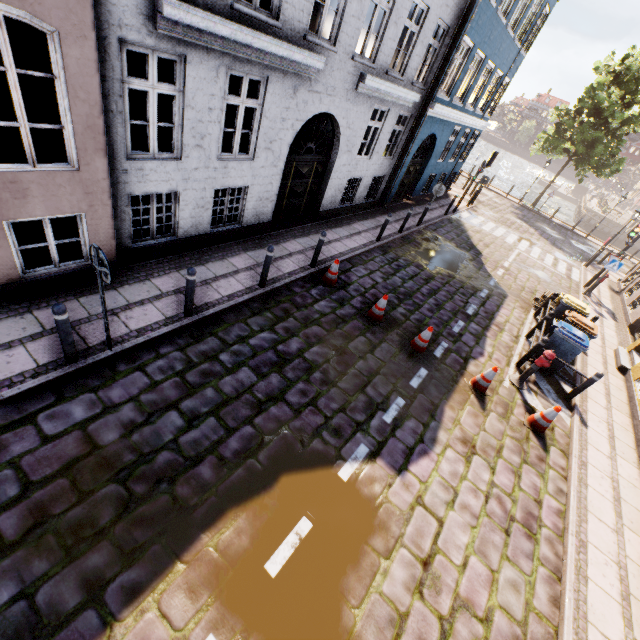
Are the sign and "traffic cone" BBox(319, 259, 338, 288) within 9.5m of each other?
no

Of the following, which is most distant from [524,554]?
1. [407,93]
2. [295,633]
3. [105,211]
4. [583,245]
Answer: [583,245]

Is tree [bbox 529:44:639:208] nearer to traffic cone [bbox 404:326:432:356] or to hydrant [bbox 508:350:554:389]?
hydrant [bbox 508:350:554:389]

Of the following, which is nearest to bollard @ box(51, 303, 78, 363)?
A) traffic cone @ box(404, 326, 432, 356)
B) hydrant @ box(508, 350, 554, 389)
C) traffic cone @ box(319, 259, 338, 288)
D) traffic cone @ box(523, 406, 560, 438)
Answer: traffic cone @ box(319, 259, 338, 288)

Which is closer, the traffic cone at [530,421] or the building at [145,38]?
the building at [145,38]

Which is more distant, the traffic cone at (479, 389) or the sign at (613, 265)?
the sign at (613, 265)

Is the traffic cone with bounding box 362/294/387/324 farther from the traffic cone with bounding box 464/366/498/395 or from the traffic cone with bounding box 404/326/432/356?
the traffic cone with bounding box 464/366/498/395

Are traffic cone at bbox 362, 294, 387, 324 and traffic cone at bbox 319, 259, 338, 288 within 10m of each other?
yes
